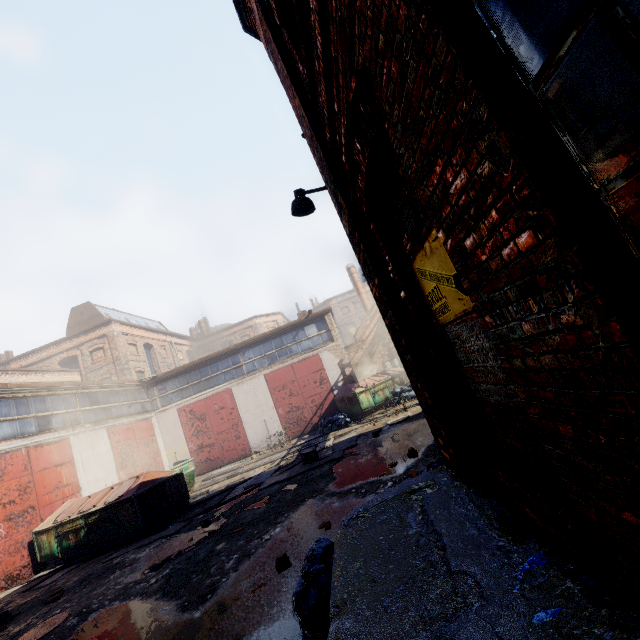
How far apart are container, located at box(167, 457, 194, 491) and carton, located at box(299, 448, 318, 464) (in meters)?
6.46

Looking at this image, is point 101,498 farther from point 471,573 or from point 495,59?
point 495,59

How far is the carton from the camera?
10.8 meters

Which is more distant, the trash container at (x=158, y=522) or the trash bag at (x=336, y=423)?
the trash bag at (x=336, y=423)

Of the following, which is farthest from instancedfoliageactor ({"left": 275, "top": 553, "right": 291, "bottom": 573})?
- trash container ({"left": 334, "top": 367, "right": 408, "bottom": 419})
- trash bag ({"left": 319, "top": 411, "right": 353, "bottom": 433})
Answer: trash container ({"left": 334, "top": 367, "right": 408, "bottom": 419})

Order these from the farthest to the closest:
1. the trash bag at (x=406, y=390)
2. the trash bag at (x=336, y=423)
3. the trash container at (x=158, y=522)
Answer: the trash bag at (x=406, y=390) → the trash bag at (x=336, y=423) → the trash container at (x=158, y=522)

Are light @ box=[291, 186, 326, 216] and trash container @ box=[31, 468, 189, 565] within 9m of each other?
no

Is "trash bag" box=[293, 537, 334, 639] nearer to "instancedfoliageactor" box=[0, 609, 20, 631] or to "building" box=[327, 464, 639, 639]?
"building" box=[327, 464, 639, 639]
